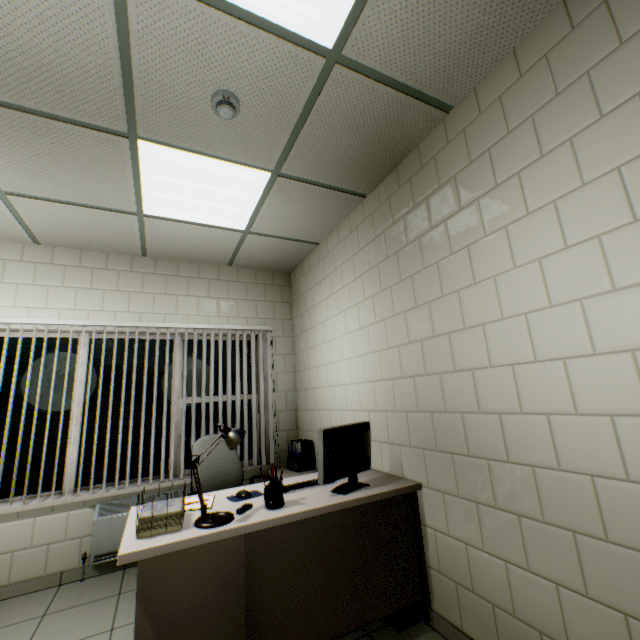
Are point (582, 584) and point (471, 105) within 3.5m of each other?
yes

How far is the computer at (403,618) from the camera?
2.1 meters

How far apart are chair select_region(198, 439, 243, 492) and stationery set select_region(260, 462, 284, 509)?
0.92m

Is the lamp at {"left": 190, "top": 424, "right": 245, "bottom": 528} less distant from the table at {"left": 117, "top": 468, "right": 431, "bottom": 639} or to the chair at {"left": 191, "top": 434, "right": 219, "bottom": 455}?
the table at {"left": 117, "top": 468, "right": 431, "bottom": 639}

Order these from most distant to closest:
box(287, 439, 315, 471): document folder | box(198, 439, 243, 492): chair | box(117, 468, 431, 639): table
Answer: box(287, 439, 315, 471): document folder
box(198, 439, 243, 492): chair
box(117, 468, 431, 639): table

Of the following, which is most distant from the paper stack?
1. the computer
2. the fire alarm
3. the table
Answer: the fire alarm

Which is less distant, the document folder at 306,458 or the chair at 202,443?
the chair at 202,443

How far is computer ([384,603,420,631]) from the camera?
2.1m
